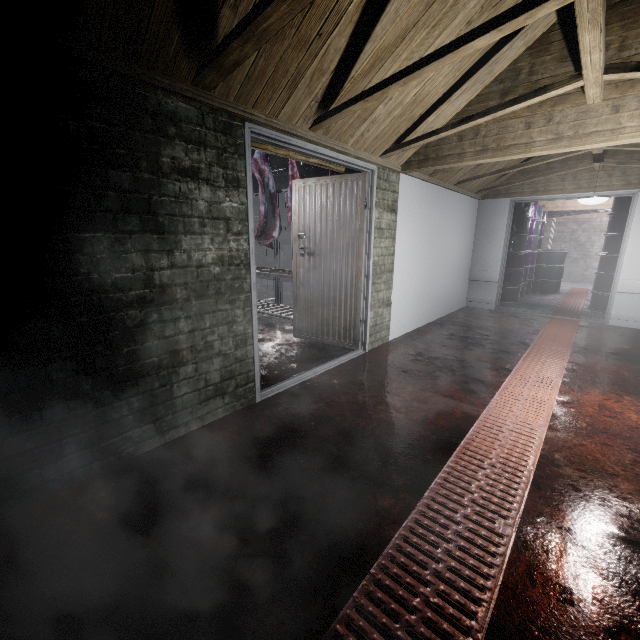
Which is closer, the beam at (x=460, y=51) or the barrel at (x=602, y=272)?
the beam at (x=460, y=51)

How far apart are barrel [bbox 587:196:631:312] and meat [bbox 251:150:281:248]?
5.7 meters

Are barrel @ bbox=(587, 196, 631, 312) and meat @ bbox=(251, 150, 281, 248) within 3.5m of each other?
no

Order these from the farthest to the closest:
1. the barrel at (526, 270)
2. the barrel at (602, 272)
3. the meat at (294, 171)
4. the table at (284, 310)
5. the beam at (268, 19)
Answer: A:
1. the barrel at (526, 270)
2. the barrel at (602, 272)
3. the table at (284, 310)
4. the meat at (294, 171)
5. the beam at (268, 19)

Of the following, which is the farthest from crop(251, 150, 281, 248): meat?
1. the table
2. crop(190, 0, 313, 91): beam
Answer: crop(190, 0, 313, 91): beam

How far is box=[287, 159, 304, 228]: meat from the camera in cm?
405

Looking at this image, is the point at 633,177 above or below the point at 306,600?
above

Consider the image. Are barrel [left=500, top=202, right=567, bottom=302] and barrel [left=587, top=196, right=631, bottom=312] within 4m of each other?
yes
